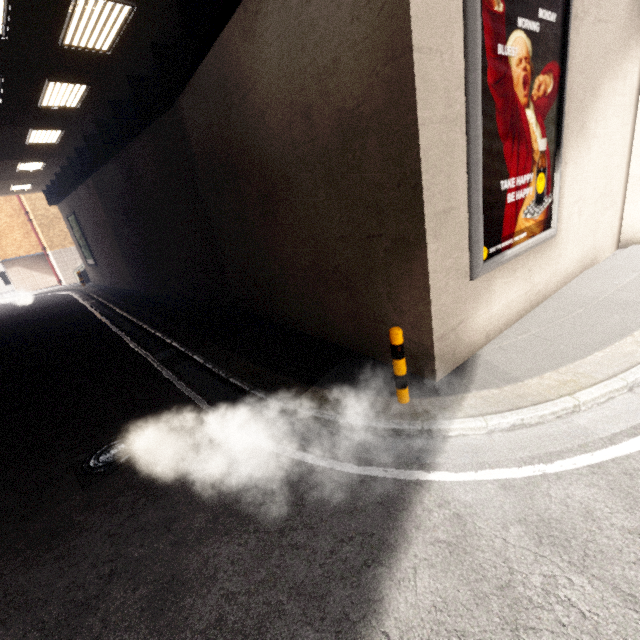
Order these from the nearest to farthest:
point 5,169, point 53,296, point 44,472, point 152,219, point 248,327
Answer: point 44,472 → point 248,327 → point 152,219 → point 5,169 → point 53,296

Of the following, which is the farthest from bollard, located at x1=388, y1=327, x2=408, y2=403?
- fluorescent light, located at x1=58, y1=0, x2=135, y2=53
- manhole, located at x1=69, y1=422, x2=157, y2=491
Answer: fluorescent light, located at x1=58, y1=0, x2=135, y2=53

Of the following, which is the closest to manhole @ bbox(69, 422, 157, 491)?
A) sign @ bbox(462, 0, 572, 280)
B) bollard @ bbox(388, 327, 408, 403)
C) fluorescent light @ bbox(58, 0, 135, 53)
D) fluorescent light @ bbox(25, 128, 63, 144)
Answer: bollard @ bbox(388, 327, 408, 403)

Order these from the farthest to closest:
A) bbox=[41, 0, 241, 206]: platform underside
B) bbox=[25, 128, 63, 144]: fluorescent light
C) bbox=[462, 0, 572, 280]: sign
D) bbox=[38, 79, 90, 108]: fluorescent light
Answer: bbox=[25, 128, 63, 144]: fluorescent light < bbox=[38, 79, 90, 108]: fluorescent light < bbox=[41, 0, 241, 206]: platform underside < bbox=[462, 0, 572, 280]: sign

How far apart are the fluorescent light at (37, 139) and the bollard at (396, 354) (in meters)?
14.96

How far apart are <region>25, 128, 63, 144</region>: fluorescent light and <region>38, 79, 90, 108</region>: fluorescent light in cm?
234

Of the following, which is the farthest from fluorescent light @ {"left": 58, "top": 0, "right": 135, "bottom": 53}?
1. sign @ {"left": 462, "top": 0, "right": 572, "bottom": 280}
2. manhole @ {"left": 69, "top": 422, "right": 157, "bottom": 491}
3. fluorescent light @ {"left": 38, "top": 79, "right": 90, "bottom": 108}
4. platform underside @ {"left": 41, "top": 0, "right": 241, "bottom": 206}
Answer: manhole @ {"left": 69, "top": 422, "right": 157, "bottom": 491}

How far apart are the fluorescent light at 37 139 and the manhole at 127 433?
12.62m
